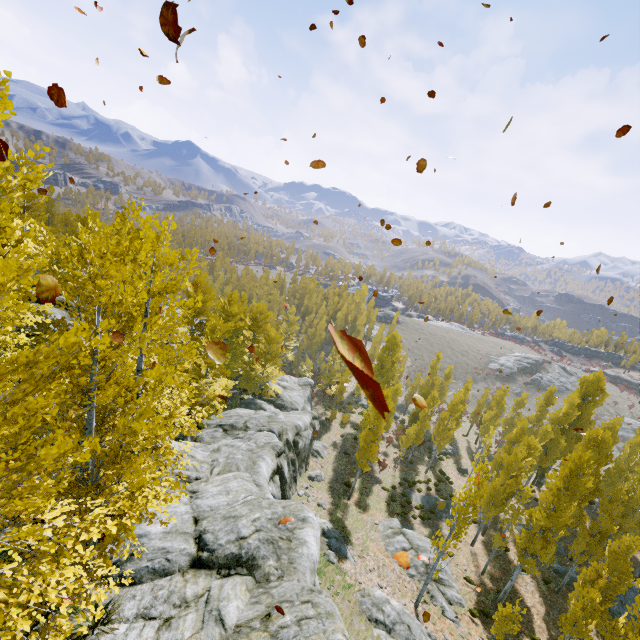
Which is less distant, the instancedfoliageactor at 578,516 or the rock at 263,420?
the rock at 263,420

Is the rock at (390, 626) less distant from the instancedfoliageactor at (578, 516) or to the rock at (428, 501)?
the instancedfoliageactor at (578, 516)

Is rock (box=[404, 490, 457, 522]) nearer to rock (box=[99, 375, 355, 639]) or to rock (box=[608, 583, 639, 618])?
rock (box=[608, 583, 639, 618])

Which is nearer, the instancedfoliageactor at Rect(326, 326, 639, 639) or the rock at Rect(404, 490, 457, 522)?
the instancedfoliageactor at Rect(326, 326, 639, 639)

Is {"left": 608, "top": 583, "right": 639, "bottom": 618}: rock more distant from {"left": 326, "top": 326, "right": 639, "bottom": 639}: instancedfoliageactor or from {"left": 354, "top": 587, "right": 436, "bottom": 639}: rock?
{"left": 354, "top": 587, "right": 436, "bottom": 639}: rock

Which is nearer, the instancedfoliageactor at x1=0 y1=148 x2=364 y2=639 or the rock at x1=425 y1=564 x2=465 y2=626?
the instancedfoliageactor at x1=0 y1=148 x2=364 y2=639

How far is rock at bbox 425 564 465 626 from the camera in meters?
19.4

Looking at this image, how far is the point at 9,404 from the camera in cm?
615
